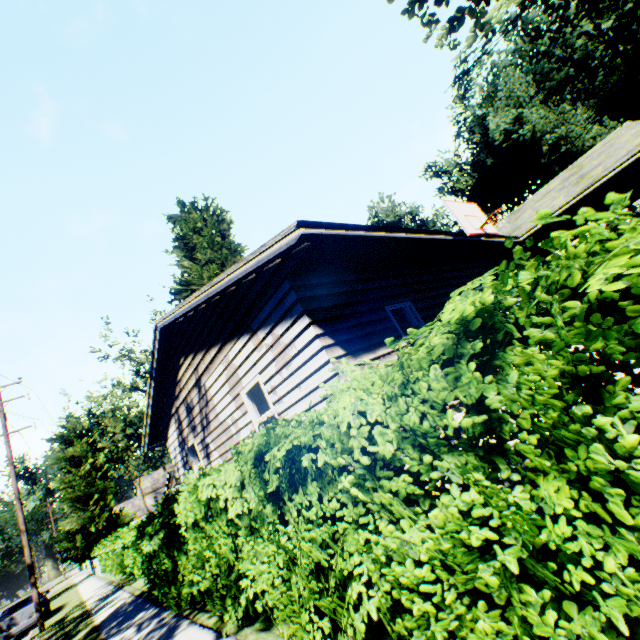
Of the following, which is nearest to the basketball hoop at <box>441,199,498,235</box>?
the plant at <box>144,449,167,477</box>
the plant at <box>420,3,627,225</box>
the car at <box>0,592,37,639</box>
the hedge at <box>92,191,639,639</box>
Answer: the hedge at <box>92,191,639,639</box>

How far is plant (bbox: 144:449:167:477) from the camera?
57.2m

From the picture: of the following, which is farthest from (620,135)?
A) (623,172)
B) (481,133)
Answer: (481,133)

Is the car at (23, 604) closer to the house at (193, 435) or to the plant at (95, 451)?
the plant at (95, 451)

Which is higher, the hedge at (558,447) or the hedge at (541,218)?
the hedge at (541,218)

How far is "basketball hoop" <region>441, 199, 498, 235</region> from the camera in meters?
7.1 m

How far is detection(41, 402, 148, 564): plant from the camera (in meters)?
31.14

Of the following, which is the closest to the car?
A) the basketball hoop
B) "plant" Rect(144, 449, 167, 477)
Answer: the basketball hoop
